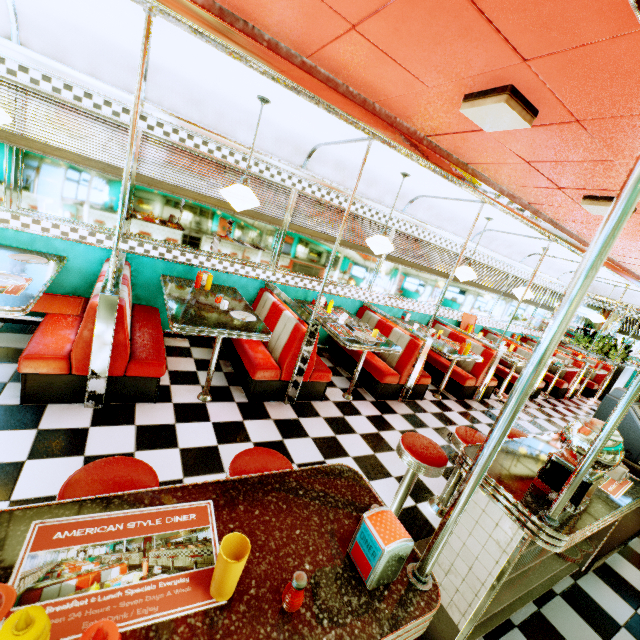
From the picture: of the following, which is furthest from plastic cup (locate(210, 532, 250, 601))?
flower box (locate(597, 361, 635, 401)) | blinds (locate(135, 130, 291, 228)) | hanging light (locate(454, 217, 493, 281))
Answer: flower box (locate(597, 361, 635, 401))

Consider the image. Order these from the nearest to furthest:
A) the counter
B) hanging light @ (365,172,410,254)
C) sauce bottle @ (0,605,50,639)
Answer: sauce bottle @ (0,605,50,639) → the counter → hanging light @ (365,172,410,254)

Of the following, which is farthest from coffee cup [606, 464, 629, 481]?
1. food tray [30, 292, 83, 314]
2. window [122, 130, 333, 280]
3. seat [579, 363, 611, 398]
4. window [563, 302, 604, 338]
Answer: window [563, 302, 604, 338]

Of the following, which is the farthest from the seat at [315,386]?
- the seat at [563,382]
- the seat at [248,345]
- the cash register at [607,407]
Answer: the seat at [563,382]

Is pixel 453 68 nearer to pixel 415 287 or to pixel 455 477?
pixel 455 477

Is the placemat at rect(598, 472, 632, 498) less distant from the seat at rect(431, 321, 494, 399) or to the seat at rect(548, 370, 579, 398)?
the seat at rect(431, 321, 494, 399)

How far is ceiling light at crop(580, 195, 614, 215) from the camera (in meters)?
3.03

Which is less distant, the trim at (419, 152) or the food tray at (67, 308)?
the trim at (419, 152)
